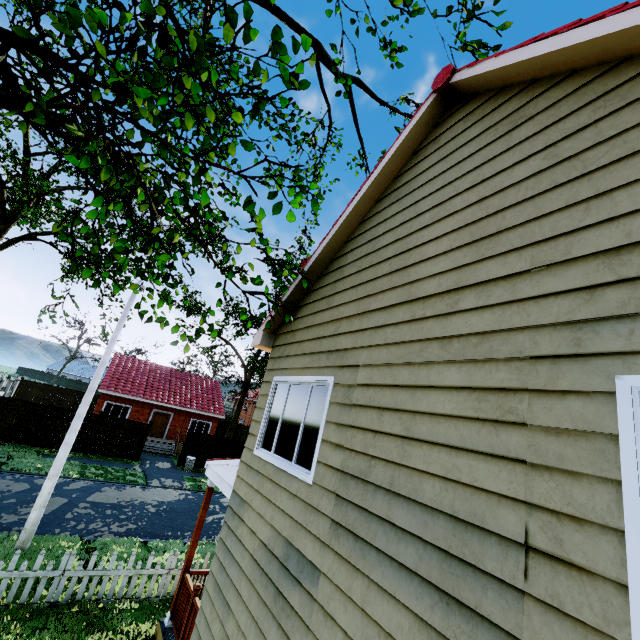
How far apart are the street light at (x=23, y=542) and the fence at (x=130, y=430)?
12.41m

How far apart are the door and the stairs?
1.96m

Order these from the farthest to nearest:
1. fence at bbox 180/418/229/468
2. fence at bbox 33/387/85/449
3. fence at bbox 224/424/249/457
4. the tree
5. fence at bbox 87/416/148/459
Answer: fence at bbox 224/424/249/457
fence at bbox 180/418/229/468
fence at bbox 87/416/148/459
fence at bbox 33/387/85/449
the tree

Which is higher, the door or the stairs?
the door

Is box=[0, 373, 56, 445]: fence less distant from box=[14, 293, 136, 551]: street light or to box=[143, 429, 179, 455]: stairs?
box=[14, 293, 136, 551]: street light

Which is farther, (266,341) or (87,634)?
(266,341)

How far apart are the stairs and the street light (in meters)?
16.29

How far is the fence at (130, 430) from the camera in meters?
20.5
